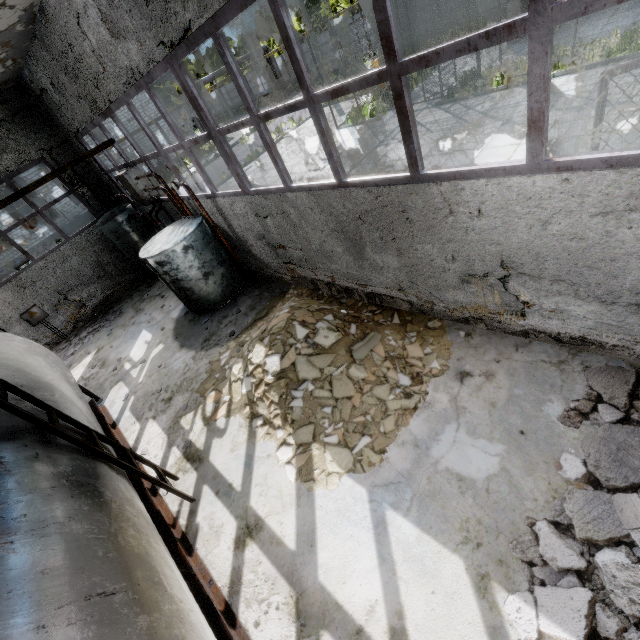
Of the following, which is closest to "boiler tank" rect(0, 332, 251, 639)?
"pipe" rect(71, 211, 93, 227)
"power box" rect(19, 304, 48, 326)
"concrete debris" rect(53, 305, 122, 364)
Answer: "concrete debris" rect(53, 305, 122, 364)

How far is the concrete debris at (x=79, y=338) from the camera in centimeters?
1130cm

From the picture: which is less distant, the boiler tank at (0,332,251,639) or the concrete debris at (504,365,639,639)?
the boiler tank at (0,332,251,639)

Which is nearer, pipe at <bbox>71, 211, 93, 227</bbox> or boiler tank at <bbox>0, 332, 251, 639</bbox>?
boiler tank at <bbox>0, 332, 251, 639</bbox>

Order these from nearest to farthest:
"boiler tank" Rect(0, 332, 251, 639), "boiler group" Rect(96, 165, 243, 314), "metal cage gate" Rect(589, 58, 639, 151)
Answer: "boiler tank" Rect(0, 332, 251, 639) < "metal cage gate" Rect(589, 58, 639, 151) < "boiler group" Rect(96, 165, 243, 314)

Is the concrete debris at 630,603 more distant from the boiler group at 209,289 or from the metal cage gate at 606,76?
the boiler group at 209,289

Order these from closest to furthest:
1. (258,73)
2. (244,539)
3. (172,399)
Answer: (244,539) < (172,399) < (258,73)

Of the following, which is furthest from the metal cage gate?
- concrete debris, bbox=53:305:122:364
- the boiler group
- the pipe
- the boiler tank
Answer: the pipe
